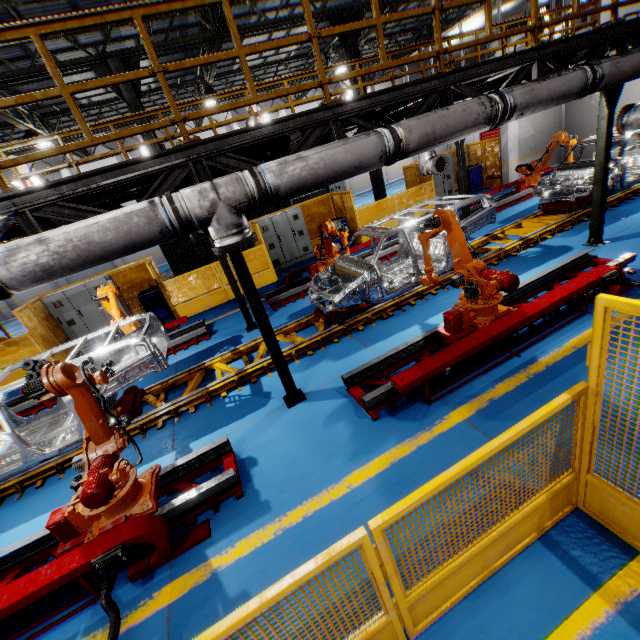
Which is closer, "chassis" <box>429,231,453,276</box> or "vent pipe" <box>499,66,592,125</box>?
"vent pipe" <box>499,66,592,125</box>

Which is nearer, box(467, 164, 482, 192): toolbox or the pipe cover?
the pipe cover

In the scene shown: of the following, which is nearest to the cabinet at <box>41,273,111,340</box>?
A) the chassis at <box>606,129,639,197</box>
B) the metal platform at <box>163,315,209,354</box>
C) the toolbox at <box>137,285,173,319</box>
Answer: the toolbox at <box>137,285,173,319</box>

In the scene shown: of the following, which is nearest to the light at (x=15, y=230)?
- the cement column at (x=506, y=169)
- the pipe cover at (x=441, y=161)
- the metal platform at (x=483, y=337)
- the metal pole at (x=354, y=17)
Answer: the metal platform at (x=483, y=337)

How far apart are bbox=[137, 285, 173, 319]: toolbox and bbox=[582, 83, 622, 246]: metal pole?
12.85m

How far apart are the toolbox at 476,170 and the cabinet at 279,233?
8.89m

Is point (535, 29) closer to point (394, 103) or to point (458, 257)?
point (394, 103)

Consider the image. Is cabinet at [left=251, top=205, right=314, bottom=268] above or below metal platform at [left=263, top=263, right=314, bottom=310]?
above
